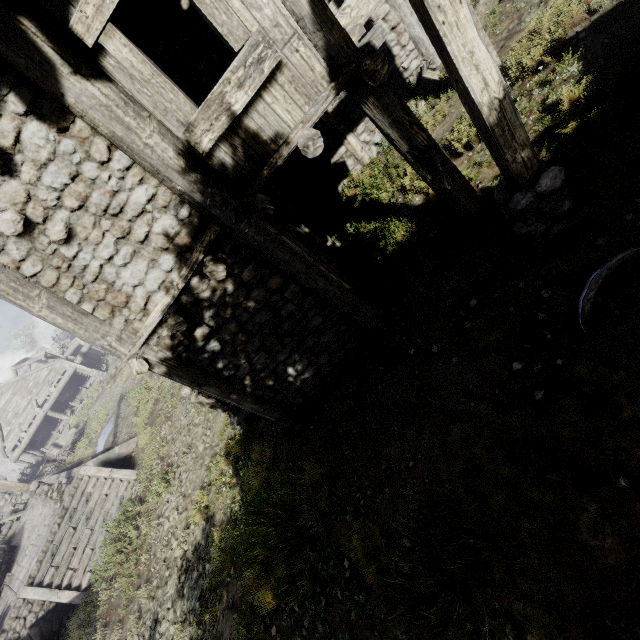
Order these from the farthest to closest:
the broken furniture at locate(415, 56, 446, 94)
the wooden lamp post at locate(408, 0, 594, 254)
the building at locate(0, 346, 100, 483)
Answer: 1. the building at locate(0, 346, 100, 483)
2. the broken furniture at locate(415, 56, 446, 94)
3. the wooden lamp post at locate(408, 0, 594, 254)

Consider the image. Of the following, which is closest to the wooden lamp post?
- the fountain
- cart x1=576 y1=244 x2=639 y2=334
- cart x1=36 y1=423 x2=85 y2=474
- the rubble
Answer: cart x1=576 y1=244 x2=639 y2=334

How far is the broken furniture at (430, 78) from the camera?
7.4m

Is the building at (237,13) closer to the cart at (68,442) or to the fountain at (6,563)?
the cart at (68,442)

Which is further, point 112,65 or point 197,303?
point 197,303

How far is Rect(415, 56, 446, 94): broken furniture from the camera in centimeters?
738cm

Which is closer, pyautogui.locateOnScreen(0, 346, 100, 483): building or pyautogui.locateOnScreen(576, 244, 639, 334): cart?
pyautogui.locateOnScreen(576, 244, 639, 334): cart

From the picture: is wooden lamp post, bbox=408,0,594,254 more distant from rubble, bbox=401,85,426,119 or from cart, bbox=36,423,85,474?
cart, bbox=36,423,85,474
